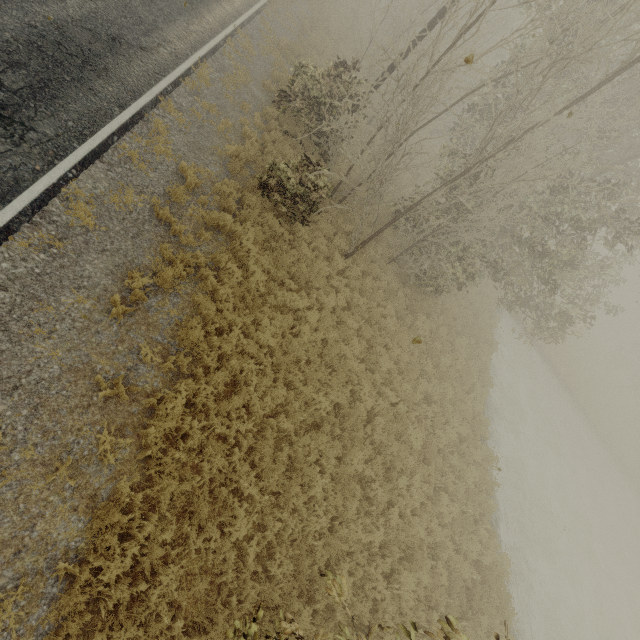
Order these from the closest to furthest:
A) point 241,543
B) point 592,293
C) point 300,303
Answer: point 241,543, point 300,303, point 592,293
